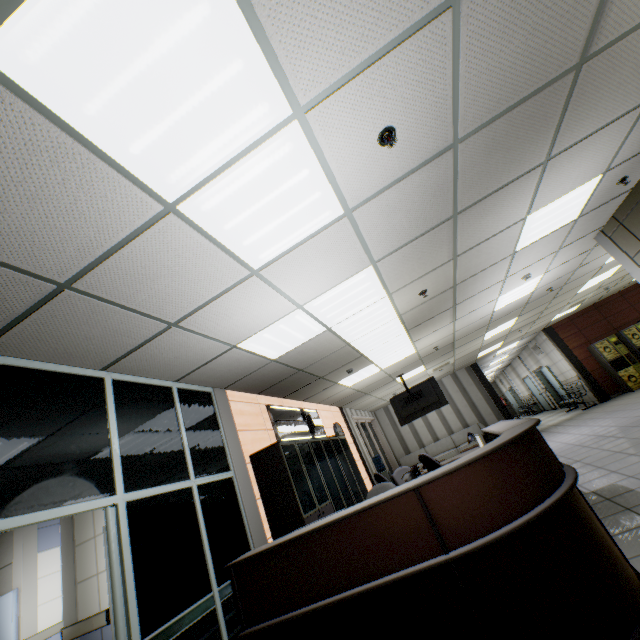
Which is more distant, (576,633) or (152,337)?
(152,337)

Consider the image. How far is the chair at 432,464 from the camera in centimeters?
613cm

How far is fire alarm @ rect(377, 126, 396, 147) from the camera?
2.2 meters

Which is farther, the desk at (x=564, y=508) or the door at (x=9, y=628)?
the door at (x=9, y=628)

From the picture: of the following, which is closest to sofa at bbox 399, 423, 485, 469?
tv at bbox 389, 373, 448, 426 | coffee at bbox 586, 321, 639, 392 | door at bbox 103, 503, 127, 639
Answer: coffee at bbox 586, 321, 639, 392

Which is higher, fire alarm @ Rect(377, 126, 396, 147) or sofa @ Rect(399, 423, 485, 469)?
fire alarm @ Rect(377, 126, 396, 147)

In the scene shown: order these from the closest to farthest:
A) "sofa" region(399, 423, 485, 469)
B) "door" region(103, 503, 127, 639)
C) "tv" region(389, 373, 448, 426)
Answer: "door" region(103, 503, 127, 639), "tv" region(389, 373, 448, 426), "sofa" region(399, 423, 485, 469)

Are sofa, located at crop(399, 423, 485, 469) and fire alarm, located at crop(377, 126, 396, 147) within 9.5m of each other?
no
